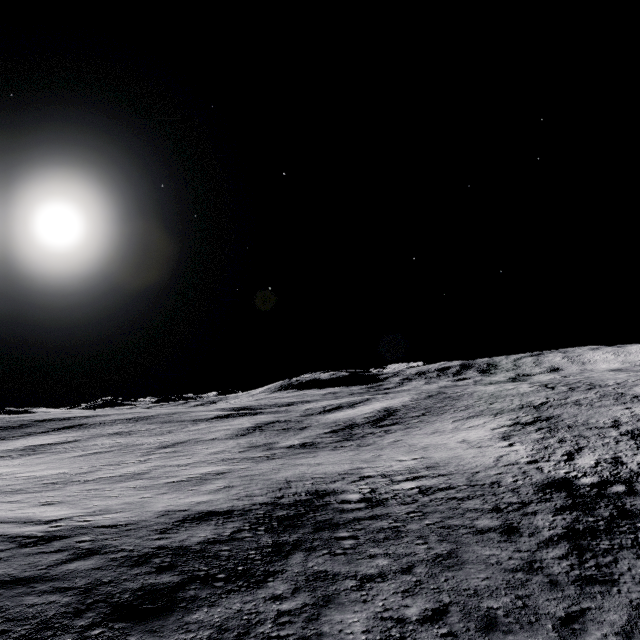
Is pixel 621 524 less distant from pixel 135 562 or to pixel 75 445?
pixel 135 562
